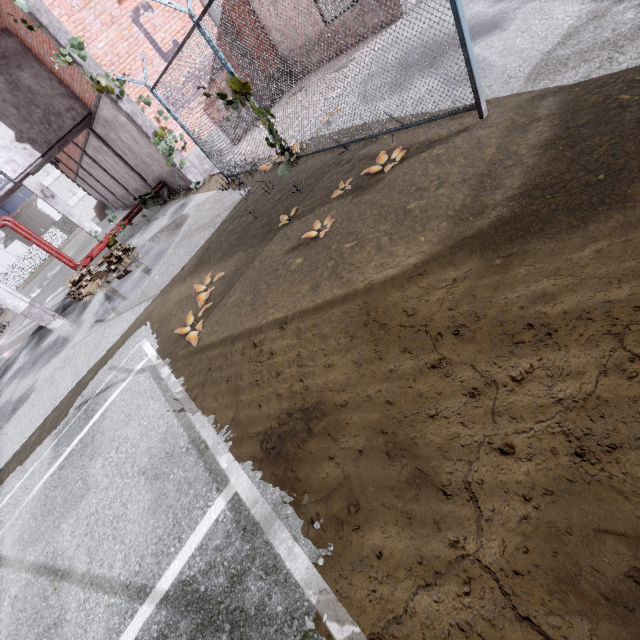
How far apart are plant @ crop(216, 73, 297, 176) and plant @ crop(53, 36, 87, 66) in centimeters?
683cm

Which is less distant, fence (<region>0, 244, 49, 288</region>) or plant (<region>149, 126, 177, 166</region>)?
plant (<region>149, 126, 177, 166</region>)

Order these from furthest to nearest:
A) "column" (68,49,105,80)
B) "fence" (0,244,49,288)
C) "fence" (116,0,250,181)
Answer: "fence" (0,244,49,288) < "column" (68,49,105,80) < "fence" (116,0,250,181)

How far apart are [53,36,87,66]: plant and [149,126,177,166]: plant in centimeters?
138cm

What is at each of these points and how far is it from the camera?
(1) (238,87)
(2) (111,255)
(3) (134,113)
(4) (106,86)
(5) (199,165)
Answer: (1) plant, 6.03m
(2) pallet, 12.17m
(3) column, 10.95m
(4) plant, 10.26m
(5) foundation, 12.59m

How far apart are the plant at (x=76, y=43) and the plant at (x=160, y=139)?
1.4 meters

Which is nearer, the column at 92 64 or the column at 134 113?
the column at 92 64

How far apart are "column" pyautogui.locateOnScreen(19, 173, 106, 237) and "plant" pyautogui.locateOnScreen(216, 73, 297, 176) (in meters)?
11.04
